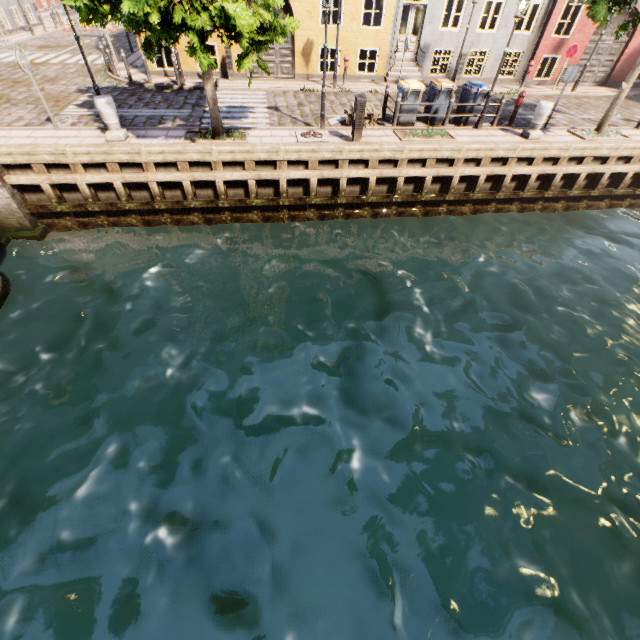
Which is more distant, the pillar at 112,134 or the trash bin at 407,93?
the trash bin at 407,93

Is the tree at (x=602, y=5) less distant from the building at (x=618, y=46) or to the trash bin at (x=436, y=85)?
the trash bin at (x=436, y=85)

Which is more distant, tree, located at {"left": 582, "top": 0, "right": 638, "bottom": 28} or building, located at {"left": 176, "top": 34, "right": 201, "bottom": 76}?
building, located at {"left": 176, "top": 34, "right": 201, "bottom": 76}

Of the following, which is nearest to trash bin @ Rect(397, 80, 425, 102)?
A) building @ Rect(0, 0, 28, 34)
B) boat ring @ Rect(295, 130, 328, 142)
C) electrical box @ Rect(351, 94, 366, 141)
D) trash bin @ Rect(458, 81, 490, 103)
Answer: trash bin @ Rect(458, 81, 490, 103)

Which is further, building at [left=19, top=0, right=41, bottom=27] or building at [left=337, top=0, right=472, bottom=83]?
building at [left=19, top=0, right=41, bottom=27]

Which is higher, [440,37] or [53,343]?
[440,37]

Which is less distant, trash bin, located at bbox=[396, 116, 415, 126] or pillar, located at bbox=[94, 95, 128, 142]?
pillar, located at bbox=[94, 95, 128, 142]

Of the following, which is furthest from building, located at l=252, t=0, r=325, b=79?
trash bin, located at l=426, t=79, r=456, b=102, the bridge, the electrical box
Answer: the bridge
